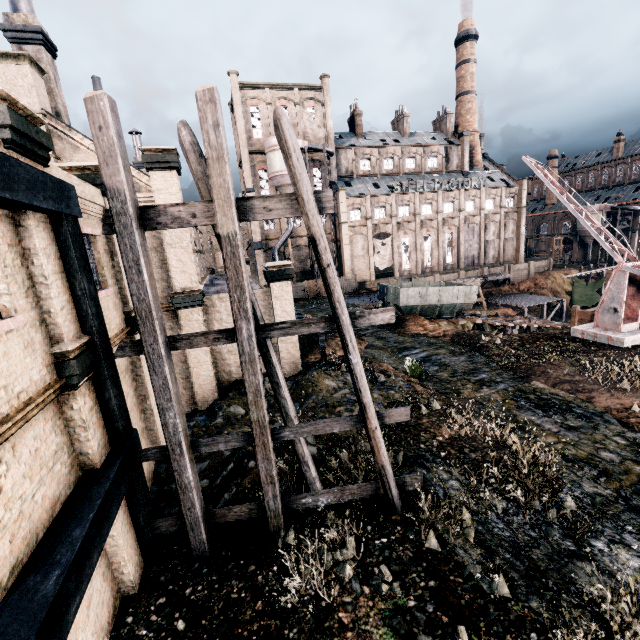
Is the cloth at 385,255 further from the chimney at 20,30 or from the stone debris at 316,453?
the chimney at 20,30

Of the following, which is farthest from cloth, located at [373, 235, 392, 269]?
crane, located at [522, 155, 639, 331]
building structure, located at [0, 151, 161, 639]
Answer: building structure, located at [0, 151, 161, 639]

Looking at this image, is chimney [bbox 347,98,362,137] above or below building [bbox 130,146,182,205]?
above

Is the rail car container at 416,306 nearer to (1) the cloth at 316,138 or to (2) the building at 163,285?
(2) the building at 163,285

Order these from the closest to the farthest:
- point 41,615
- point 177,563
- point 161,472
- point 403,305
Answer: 1. point 41,615
2. point 177,563
3. point 161,472
4. point 403,305

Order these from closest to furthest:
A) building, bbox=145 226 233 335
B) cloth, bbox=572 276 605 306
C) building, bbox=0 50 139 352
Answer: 1. building, bbox=0 50 139 352
2. building, bbox=145 226 233 335
3. cloth, bbox=572 276 605 306

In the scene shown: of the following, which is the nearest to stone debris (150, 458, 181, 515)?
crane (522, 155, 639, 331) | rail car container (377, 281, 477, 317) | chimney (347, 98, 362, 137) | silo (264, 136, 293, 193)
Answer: rail car container (377, 281, 477, 317)

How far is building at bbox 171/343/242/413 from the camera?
16.11m
